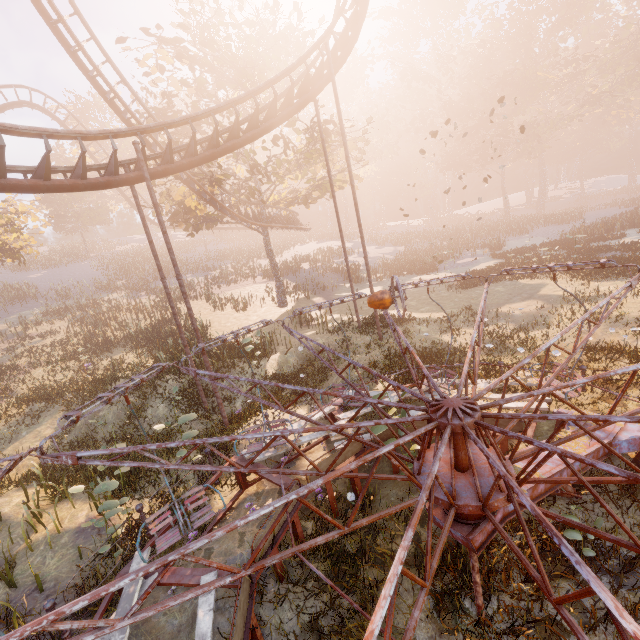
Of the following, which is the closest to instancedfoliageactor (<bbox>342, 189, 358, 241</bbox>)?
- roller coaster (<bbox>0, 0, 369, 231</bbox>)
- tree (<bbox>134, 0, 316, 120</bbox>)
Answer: tree (<bbox>134, 0, 316, 120</bbox>)

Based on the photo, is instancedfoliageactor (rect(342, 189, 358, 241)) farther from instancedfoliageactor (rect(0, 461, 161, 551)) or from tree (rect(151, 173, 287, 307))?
instancedfoliageactor (rect(0, 461, 161, 551))

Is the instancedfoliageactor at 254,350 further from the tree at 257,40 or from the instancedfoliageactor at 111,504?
the instancedfoliageactor at 111,504

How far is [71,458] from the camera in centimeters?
390cm

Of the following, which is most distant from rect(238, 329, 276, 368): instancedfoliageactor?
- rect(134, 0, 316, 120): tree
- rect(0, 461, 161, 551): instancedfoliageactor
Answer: rect(0, 461, 161, 551): instancedfoliageactor

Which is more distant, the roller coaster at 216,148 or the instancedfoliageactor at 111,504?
the roller coaster at 216,148

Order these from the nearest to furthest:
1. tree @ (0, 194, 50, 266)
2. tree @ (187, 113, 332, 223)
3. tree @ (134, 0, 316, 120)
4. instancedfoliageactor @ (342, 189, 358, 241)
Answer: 1. tree @ (134, 0, 316, 120)
2. tree @ (187, 113, 332, 223)
3. tree @ (0, 194, 50, 266)
4. instancedfoliageactor @ (342, 189, 358, 241)

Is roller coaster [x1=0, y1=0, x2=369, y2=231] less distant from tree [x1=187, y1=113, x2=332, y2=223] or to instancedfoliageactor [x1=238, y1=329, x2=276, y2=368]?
tree [x1=187, y1=113, x2=332, y2=223]
